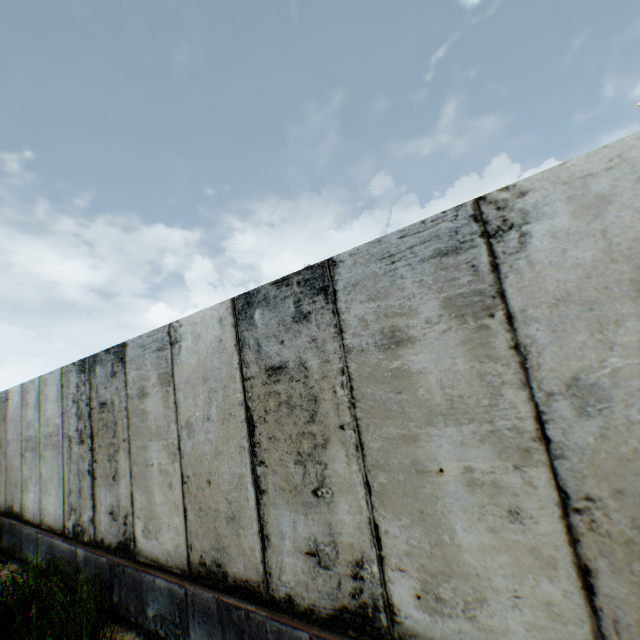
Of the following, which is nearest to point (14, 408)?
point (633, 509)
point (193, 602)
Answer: point (193, 602)
